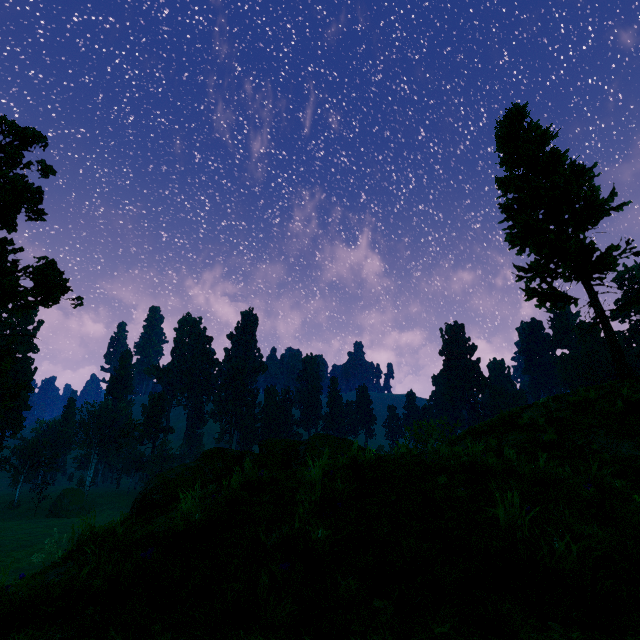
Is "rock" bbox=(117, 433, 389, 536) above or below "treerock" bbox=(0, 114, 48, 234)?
below

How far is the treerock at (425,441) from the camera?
8.42m

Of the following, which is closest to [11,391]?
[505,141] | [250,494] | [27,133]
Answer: [27,133]

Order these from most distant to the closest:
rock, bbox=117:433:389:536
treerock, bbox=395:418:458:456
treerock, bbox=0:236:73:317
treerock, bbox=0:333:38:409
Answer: treerock, bbox=0:236:73:317, treerock, bbox=0:333:38:409, treerock, bbox=395:418:458:456, rock, bbox=117:433:389:536

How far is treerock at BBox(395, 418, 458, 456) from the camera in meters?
8.4 m

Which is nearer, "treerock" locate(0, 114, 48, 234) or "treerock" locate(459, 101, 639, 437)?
"treerock" locate(459, 101, 639, 437)

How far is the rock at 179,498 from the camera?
5.2 meters
